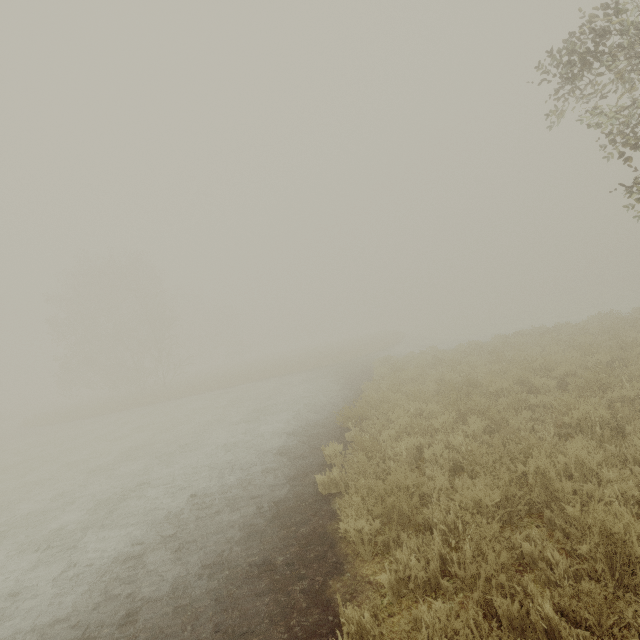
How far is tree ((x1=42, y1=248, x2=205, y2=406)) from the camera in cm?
3092

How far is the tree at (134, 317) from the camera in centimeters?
3092cm

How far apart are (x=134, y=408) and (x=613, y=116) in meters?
30.8 m
